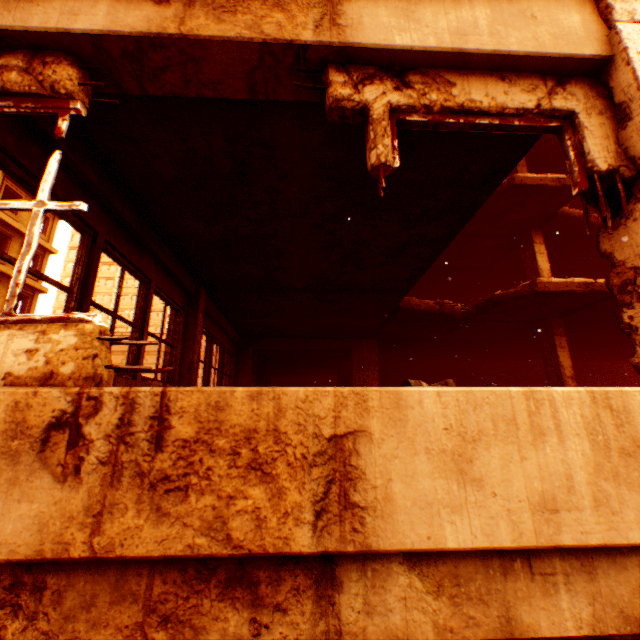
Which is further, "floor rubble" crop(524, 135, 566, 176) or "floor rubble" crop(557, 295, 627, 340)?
"floor rubble" crop(524, 135, 566, 176)

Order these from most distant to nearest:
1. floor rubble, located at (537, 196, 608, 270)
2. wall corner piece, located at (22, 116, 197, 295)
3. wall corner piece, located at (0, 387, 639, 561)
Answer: floor rubble, located at (537, 196, 608, 270) → wall corner piece, located at (22, 116, 197, 295) → wall corner piece, located at (0, 387, 639, 561)

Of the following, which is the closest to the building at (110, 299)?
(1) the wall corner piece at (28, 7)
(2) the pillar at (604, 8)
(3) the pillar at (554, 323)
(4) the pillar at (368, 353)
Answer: (1) the wall corner piece at (28, 7)

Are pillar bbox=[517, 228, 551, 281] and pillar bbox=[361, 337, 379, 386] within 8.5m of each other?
yes

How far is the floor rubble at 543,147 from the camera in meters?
10.7 m

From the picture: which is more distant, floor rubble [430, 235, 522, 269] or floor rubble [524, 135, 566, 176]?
floor rubble [430, 235, 522, 269]

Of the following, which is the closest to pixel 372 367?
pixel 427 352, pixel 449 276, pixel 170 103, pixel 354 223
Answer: pixel 427 352

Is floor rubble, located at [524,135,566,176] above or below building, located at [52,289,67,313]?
below
